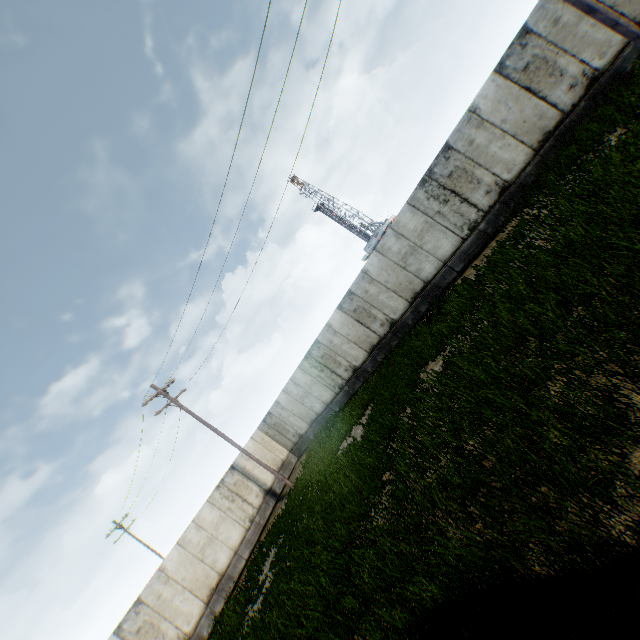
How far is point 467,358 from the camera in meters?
7.8
